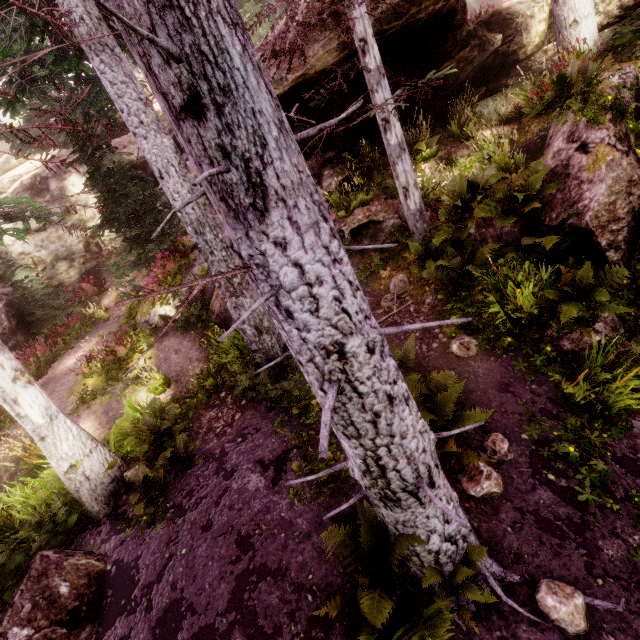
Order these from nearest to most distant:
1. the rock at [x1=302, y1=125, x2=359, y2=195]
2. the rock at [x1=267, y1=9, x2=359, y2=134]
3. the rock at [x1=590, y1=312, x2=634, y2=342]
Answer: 1. the rock at [x1=590, y1=312, x2=634, y2=342]
2. the rock at [x1=267, y1=9, x2=359, y2=134]
3. the rock at [x1=302, y1=125, x2=359, y2=195]

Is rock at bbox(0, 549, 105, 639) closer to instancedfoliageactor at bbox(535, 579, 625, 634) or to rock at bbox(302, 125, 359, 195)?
instancedfoliageactor at bbox(535, 579, 625, 634)

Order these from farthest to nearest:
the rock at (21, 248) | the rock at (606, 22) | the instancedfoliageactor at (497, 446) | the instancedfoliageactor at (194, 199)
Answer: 1. the rock at (21, 248)
2. the rock at (606, 22)
3. the instancedfoliageactor at (497, 446)
4. the instancedfoliageactor at (194, 199)

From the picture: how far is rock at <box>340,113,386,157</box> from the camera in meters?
10.7 m

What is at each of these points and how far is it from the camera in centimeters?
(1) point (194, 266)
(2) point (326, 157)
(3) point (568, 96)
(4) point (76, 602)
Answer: (1) rock, 1170cm
(2) rock, 1155cm
(3) instancedfoliageactor, 771cm
(4) rock, 509cm

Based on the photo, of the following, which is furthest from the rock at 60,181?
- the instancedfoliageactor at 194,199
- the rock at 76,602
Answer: the rock at 76,602
